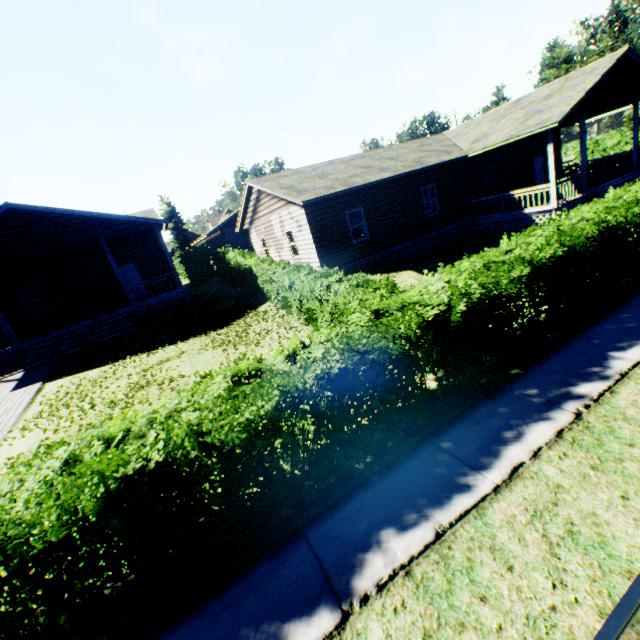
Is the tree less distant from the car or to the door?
the door

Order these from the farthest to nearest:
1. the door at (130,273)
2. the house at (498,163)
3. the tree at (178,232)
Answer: the tree at (178,232) → the door at (130,273) → the house at (498,163)

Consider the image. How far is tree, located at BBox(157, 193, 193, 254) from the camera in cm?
5006

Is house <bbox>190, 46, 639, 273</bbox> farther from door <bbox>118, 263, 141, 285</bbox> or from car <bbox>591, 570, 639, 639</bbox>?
car <bbox>591, 570, 639, 639</bbox>

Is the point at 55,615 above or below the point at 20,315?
below

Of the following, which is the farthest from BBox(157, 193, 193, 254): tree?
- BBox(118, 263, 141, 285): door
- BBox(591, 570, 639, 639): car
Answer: BBox(591, 570, 639, 639): car

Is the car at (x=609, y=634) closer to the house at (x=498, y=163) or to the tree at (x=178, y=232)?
→ the house at (x=498, y=163)

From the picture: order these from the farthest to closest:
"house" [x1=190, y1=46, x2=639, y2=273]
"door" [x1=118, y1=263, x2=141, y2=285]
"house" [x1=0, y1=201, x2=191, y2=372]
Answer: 1. "door" [x1=118, y1=263, x2=141, y2=285]
2. "house" [x1=190, y1=46, x2=639, y2=273]
3. "house" [x1=0, y1=201, x2=191, y2=372]
